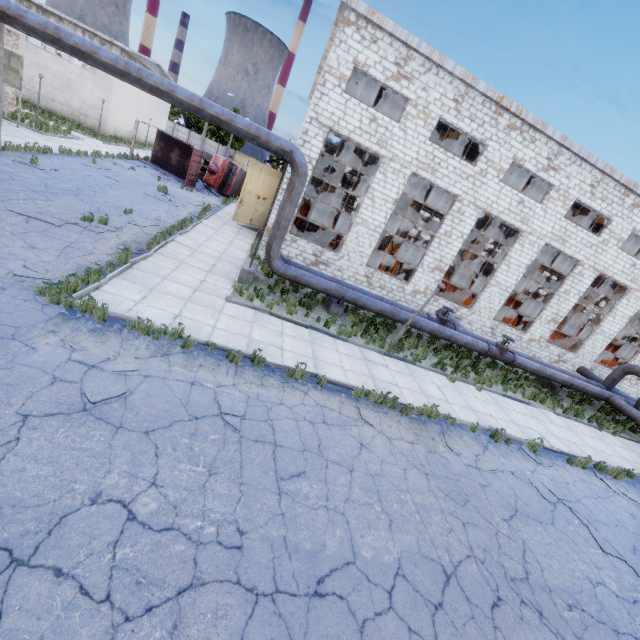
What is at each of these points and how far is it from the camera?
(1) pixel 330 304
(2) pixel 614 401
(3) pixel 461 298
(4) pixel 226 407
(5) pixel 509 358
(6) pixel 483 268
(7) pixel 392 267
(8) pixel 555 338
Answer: (1) pipe holder, 13.7m
(2) pipe, 17.3m
(3) cable machine, 22.3m
(4) asphalt debris, 6.3m
(5) pipe valve, 15.7m
(6) wire spool, 25.0m
(7) cable machine, 21.9m
(8) cable machine, 24.6m

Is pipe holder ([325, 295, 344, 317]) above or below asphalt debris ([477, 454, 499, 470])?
above

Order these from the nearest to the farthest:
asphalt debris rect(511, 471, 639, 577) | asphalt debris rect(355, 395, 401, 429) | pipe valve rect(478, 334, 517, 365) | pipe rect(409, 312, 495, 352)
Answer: asphalt debris rect(511, 471, 639, 577) → asphalt debris rect(355, 395, 401, 429) → pipe rect(409, 312, 495, 352) → pipe valve rect(478, 334, 517, 365)

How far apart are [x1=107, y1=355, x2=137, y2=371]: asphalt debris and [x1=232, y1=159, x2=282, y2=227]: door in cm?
1536

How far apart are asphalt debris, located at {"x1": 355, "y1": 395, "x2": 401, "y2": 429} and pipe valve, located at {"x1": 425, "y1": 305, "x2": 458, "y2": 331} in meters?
7.4 m

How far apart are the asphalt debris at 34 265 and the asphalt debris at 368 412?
7.51m

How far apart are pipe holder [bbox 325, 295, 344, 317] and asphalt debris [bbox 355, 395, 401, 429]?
5.3m

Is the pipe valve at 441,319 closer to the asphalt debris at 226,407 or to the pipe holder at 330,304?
the pipe holder at 330,304
